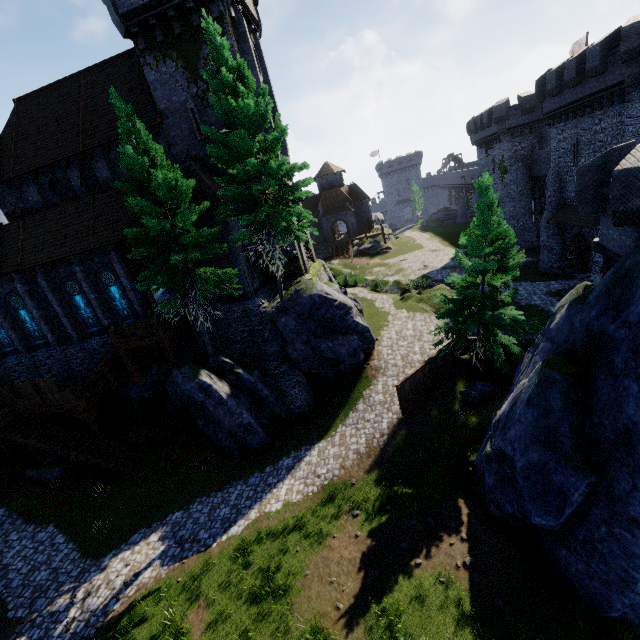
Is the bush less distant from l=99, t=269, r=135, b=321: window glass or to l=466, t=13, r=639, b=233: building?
l=466, t=13, r=639, b=233: building

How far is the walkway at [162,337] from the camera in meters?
19.0

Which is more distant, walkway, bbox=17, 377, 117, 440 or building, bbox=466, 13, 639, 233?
walkway, bbox=17, 377, 117, 440

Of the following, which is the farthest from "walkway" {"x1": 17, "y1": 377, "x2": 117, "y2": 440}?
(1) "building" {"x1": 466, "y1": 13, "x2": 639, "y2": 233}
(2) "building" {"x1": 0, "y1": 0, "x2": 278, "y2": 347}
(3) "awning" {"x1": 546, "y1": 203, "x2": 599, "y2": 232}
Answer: (1) "building" {"x1": 466, "y1": 13, "x2": 639, "y2": 233}

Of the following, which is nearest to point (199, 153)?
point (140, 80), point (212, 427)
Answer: point (140, 80)

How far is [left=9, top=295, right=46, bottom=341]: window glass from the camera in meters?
23.3

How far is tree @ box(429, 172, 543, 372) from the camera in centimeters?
1562cm

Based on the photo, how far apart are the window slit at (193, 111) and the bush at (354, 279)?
20.6 meters
